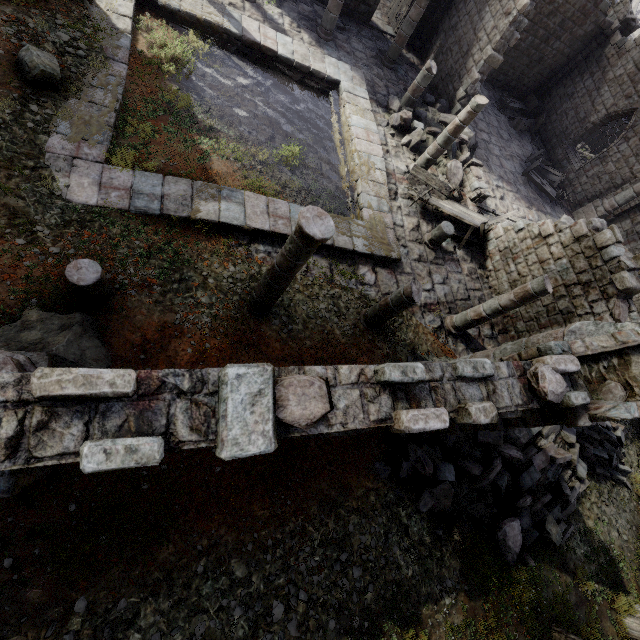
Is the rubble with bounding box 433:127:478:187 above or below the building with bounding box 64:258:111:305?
below

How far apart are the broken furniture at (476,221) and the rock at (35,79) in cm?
1085

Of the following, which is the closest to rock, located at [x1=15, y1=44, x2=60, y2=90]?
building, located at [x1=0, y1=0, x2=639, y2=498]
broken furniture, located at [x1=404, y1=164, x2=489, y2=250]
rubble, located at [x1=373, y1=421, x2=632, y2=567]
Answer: building, located at [x1=0, y1=0, x2=639, y2=498]

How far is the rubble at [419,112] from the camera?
13.8 meters

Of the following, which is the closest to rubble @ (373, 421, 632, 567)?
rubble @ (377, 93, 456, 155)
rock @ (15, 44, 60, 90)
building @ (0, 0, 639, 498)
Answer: building @ (0, 0, 639, 498)

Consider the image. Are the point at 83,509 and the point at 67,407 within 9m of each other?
yes

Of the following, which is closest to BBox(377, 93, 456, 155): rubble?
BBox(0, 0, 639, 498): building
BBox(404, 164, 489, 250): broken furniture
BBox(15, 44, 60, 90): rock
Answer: BBox(0, 0, 639, 498): building

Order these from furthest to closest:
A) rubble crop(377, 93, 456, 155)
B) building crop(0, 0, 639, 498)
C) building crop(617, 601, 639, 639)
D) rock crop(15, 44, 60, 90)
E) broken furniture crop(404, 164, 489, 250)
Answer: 1. rubble crop(377, 93, 456, 155)
2. broken furniture crop(404, 164, 489, 250)
3. building crop(617, 601, 639, 639)
4. rock crop(15, 44, 60, 90)
5. building crop(0, 0, 639, 498)
